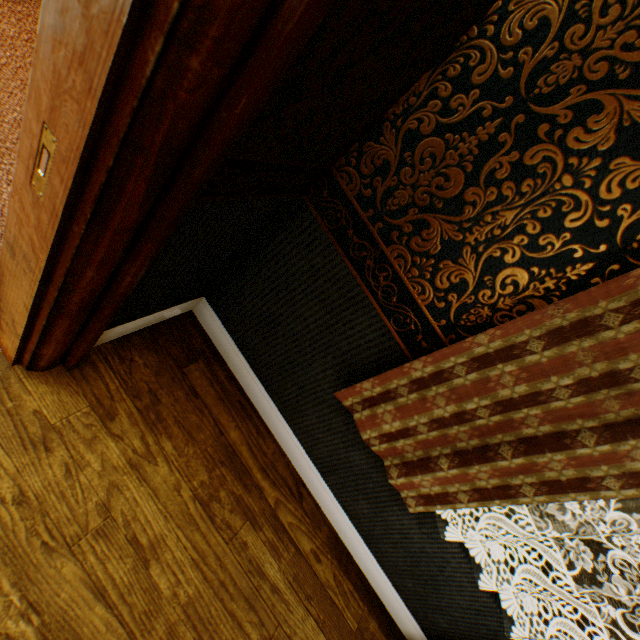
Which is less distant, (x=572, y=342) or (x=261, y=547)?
(x=572, y=342)
